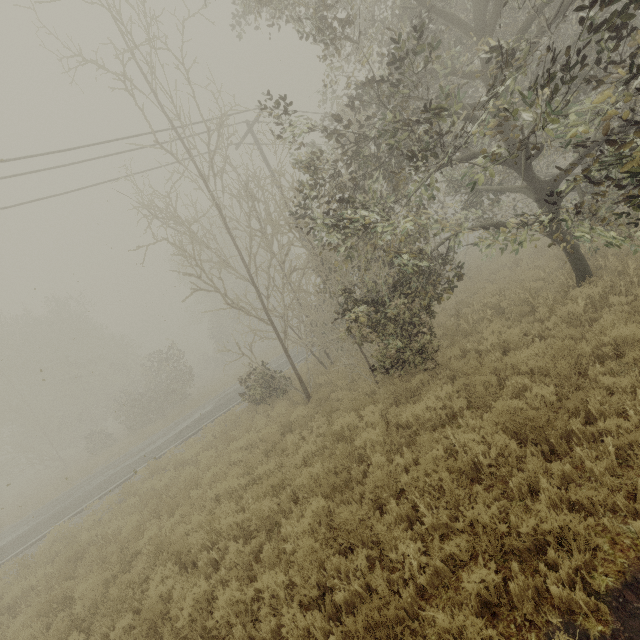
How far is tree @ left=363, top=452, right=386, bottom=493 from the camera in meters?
5.3

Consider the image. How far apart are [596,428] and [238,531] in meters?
6.6 m

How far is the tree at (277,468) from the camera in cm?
790

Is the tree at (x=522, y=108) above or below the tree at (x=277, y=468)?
above

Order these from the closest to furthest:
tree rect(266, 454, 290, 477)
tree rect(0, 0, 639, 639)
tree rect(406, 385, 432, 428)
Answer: tree rect(0, 0, 639, 639) < tree rect(406, 385, 432, 428) < tree rect(266, 454, 290, 477)

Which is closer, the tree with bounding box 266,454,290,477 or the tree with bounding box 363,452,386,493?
the tree with bounding box 363,452,386,493
